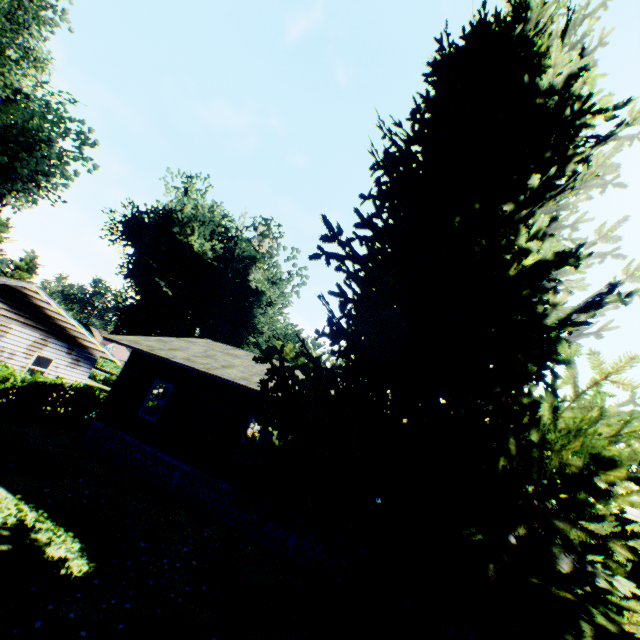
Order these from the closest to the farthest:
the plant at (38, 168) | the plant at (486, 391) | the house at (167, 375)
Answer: the plant at (486, 391) → the house at (167, 375) → the plant at (38, 168)

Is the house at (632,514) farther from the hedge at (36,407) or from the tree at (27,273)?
the tree at (27,273)

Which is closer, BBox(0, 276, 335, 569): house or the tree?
BBox(0, 276, 335, 569): house

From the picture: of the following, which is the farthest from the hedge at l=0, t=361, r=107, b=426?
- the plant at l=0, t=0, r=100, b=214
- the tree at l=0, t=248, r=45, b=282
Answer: the plant at l=0, t=0, r=100, b=214

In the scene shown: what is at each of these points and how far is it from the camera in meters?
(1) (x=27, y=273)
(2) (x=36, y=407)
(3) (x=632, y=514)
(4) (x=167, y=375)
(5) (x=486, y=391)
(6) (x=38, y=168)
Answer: A:
(1) tree, 39.0 m
(2) hedge, 14.9 m
(3) house, 7.8 m
(4) house, 14.0 m
(5) plant, 7.4 m
(6) plant, 19.3 m

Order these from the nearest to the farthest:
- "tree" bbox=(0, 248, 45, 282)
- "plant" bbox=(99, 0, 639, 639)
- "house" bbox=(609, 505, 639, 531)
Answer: "plant" bbox=(99, 0, 639, 639) < "house" bbox=(609, 505, 639, 531) < "tree" bbox=(0, 248, 45, 282)

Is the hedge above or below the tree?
below

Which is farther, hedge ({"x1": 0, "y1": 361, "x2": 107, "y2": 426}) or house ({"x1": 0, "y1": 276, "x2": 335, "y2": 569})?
hedge ({"x1": 0, "y1": 361, "x2": 107, "y2": 426})
